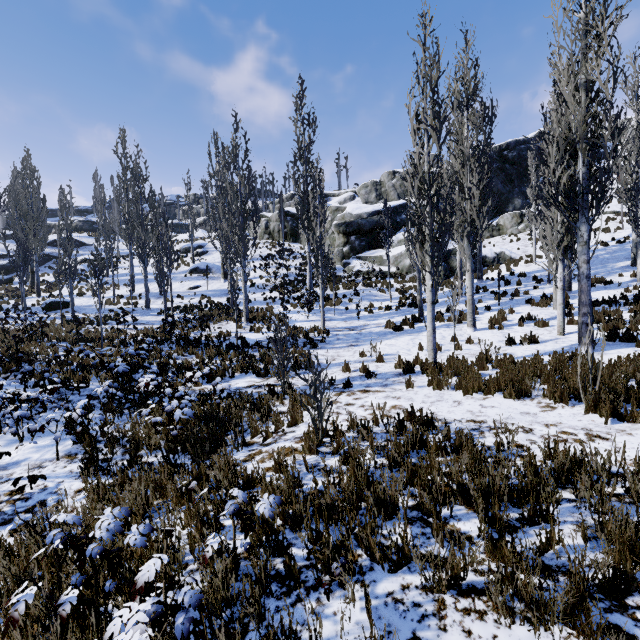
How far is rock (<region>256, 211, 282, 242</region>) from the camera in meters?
38.7

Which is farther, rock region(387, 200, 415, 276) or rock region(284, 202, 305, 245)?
rock region(284, 202, 305, 245)

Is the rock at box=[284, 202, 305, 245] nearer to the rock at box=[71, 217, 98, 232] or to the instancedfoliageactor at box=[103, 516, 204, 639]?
the instancedfoliageactor at box=[103, 516, 204, 639]

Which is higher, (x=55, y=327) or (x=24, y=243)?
(x=24, y=243)

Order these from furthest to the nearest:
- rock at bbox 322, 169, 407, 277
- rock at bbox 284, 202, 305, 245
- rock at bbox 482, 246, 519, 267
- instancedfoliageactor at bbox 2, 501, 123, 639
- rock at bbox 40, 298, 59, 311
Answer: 1. rock at bbox 284, 202, 305, 245
2. rock at bbox 322, 169, 407, 277
3. rock at bbox 482, 246, 519, 267
4. rock at bbox 40, 298, 59, 311
5. instancedfoliageactor at bbox 2, 501, 123, 639

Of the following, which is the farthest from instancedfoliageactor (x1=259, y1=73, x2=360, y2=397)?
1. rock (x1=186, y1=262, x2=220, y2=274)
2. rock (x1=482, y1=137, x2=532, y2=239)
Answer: rock (x1=186, y1=262, x2=220, y2=274)

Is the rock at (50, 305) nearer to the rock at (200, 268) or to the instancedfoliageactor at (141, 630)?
the instancedfoliageactor at (141, 630)

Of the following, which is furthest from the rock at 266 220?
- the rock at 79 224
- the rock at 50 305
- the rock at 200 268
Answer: the rock at 50 305
